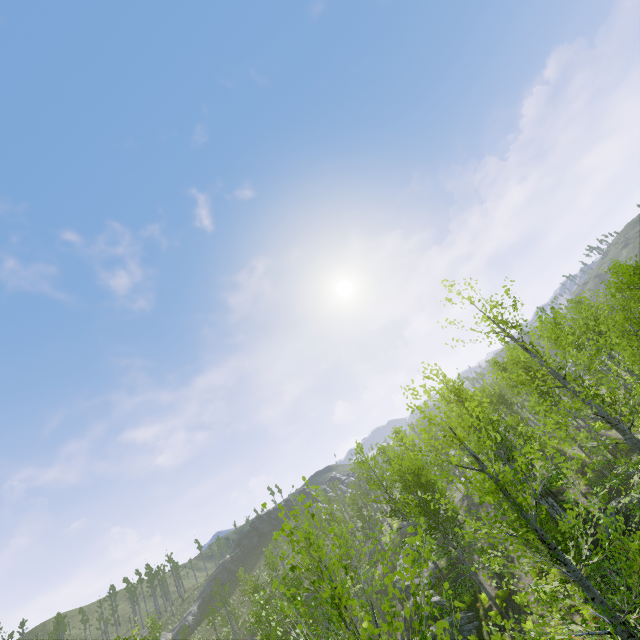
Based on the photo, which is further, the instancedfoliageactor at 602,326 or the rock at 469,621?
the rock at 469,621

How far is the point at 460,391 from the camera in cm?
2047

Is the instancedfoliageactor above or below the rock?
above

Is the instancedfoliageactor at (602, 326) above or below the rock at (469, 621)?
above

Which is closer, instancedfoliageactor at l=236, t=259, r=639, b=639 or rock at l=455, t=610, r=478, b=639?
instancedfoliageactor at l=236, t=259, r=639, b=639
